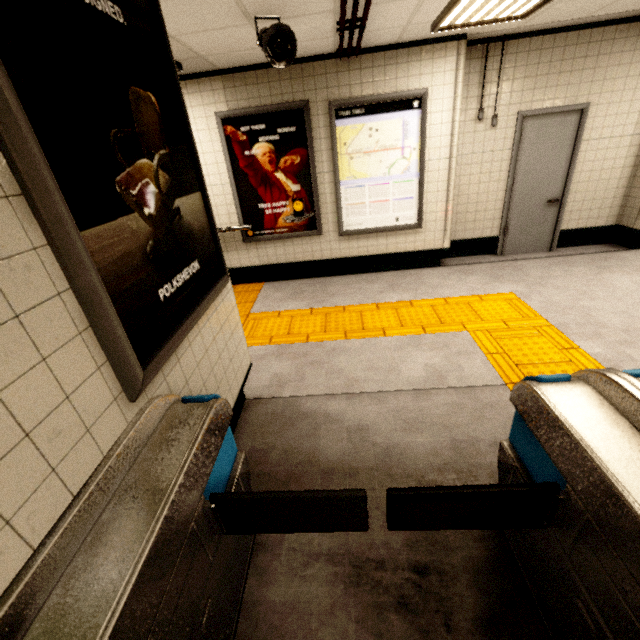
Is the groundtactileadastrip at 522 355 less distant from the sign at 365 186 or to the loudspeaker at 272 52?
the sign at 365 186

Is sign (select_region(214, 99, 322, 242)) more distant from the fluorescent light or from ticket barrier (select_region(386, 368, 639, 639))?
ticket barrier (select_region(386, 368, 639, 639))

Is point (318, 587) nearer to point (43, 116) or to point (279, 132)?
point (43, 116)

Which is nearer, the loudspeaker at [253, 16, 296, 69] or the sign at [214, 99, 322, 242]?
the loudspeaker at [253, 16, 296, 69]

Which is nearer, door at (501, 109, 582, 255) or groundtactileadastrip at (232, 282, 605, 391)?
groundtactileadastrip at (232, 282, 605, 391)

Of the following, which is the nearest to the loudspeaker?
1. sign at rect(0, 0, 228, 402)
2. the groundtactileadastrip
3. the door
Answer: sign at rect(0, 0, 228, 402)

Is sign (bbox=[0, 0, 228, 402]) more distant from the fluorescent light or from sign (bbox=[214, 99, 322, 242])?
sign (bbox=[214, 99, 322, 242])

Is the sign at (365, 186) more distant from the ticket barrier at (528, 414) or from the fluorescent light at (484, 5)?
the ticket barrier at (528, 414)
